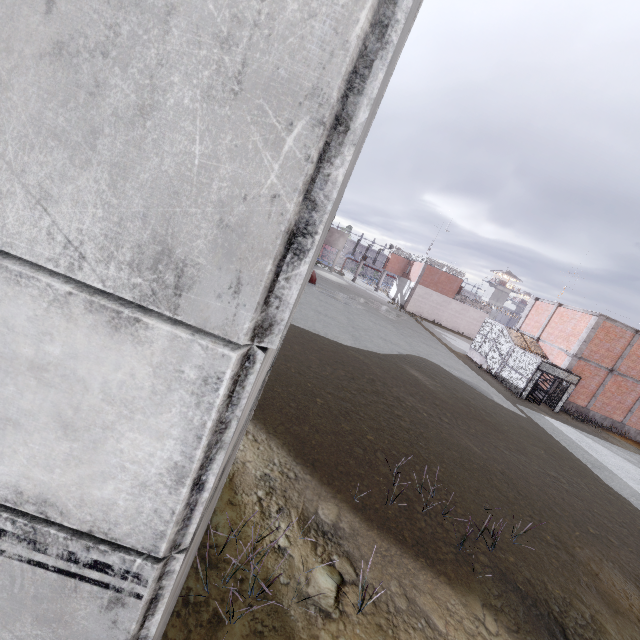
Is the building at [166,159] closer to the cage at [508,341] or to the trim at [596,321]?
the cage at [508,341]

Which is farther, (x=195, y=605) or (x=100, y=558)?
(x=195, y=605)

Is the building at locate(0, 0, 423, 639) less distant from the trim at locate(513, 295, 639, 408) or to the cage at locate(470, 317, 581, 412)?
the cage at locate(470, 317, 581, 412)

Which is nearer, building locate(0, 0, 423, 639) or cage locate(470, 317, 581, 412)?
building locate(0, 0, 423, 639)

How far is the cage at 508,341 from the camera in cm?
2114

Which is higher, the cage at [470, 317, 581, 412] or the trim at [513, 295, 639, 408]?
the trim at [513, 295, 639, 408]

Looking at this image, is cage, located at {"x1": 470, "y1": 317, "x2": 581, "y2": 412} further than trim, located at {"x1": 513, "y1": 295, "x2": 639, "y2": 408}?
No

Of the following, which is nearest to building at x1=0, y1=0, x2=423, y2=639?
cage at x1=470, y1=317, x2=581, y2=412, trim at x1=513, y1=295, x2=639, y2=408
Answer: cage at x1=470, y1=317, x2=581, y2=412
